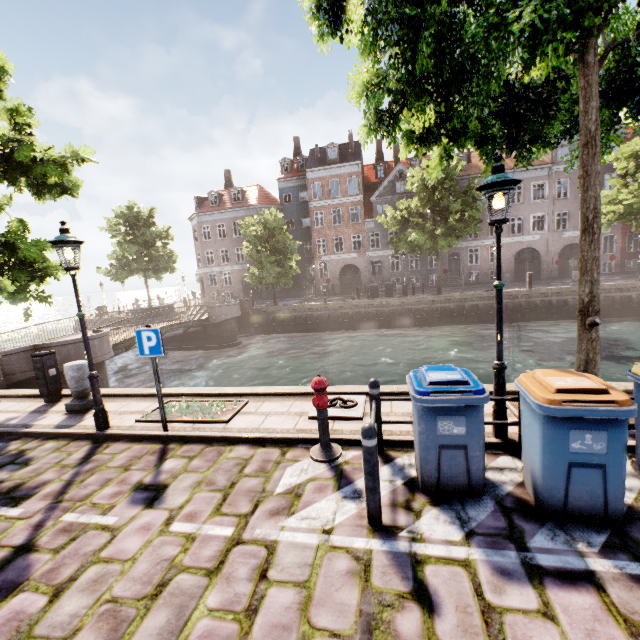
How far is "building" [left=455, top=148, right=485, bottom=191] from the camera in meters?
32.1 m

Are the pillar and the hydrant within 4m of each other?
no

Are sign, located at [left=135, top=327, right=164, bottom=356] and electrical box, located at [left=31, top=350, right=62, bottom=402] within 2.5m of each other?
no

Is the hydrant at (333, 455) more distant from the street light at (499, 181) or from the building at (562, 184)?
the building at (562, 184)

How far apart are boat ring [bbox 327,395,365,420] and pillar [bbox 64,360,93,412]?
5.25m

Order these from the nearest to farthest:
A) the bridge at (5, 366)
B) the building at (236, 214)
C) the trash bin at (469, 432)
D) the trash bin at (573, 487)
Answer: the trash bin at (573, 487)
the trash bin at (469, 432)
the bridge at (5, 366)
the building at (236, 214)

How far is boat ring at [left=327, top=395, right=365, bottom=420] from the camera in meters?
5.7 m

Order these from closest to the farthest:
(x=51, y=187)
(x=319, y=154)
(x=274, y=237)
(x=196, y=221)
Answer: (x=51, y=187) < (x=274, y=237) < (x=319, y=154) < (x=196, y=221)
